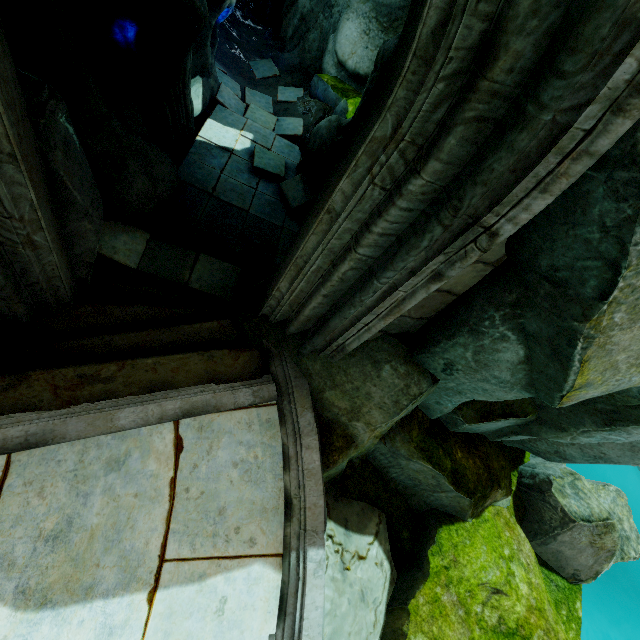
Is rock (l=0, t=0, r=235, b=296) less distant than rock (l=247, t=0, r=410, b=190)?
Yes

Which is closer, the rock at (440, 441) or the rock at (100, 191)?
the rock at (440, 441)

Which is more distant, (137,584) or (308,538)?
(308,538)

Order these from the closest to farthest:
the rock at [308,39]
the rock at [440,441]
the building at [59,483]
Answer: the rock at [440,441]
the building at [59,483]
the rock at [308,39]

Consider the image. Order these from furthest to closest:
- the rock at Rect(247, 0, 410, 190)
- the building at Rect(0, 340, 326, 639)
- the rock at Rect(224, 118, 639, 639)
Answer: the rock at Rect(247, 0, 410, 190) → the building at Rect(0, 340, 326, 639) → the rock at Rect(224, 118, 639, 639)

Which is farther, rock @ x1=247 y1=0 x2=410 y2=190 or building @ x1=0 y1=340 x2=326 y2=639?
rock @ x1=247 y1=0 x2=410 y2=190
